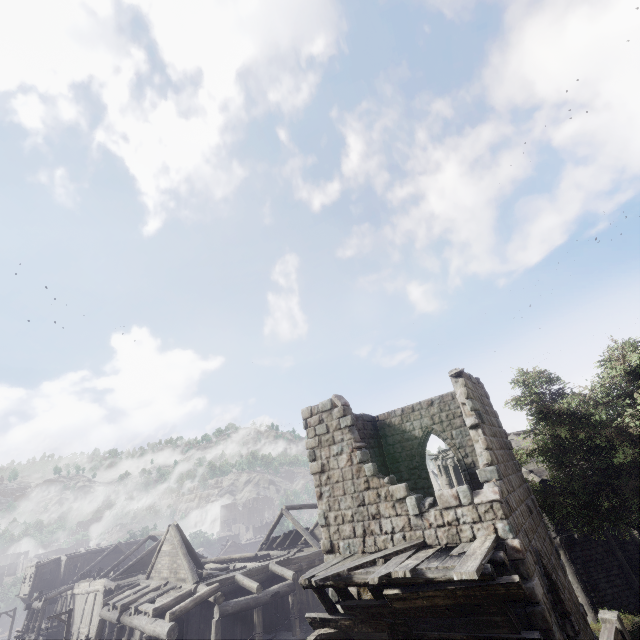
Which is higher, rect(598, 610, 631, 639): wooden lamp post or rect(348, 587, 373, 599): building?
rect(348, 587, 373, 599): building

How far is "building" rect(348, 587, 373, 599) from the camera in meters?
9.6

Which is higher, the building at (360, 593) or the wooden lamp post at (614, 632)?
the building at (360, 593)

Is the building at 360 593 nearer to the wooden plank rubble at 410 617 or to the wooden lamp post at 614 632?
the wooden plank rubble at 410 617

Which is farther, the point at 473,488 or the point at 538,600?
the point at 473,488

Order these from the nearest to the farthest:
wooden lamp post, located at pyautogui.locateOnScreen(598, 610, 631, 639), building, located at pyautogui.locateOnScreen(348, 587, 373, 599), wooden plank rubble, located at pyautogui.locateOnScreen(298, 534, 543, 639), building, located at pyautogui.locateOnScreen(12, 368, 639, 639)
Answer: wooden lamp post, located at pyautogui.locateOnScreen(598, 610, 631, 639), wooden plank rubble, located at pyautogui.locateOnScreen(298, 534, 543, 639), building, located at pyautogui.locateOnScreen(12, 368, 639, 639), building, located at pyautogui.locateOnScreen(348, 587, 373, 599)

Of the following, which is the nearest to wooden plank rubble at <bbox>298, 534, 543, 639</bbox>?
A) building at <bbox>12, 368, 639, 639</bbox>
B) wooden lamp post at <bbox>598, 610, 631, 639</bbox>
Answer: building at <bbox>12, 368, 639, 639</bbox>
